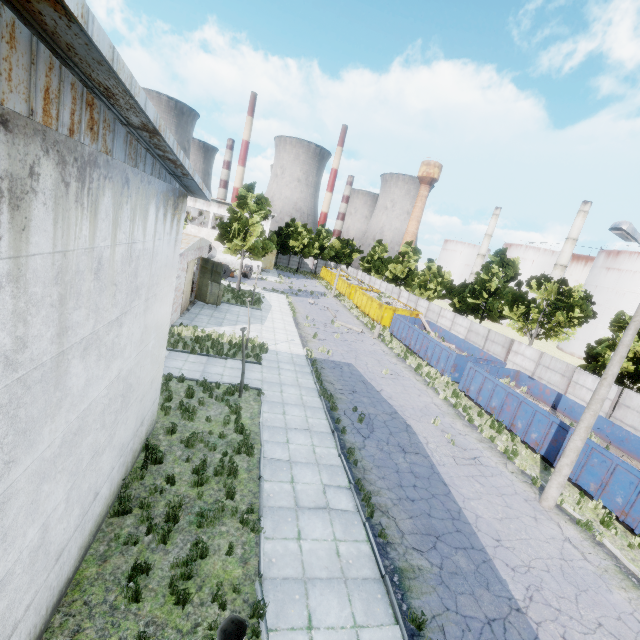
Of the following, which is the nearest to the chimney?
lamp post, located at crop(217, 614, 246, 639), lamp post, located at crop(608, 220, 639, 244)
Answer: lamp post, located at crop(608, 220, 639, 244)

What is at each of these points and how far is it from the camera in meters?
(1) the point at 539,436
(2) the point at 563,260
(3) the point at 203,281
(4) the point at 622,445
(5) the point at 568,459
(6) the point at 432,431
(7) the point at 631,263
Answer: (1) garbage container, 16.2 m
(2) chimney, 57.6 m
(3) door, 27.8 m
(4) garbage container, 16.3 m
(5) lamp post, 11.8 m
(6) asphalt debris, 15.9 m
(7) storage tank, 46.5 m

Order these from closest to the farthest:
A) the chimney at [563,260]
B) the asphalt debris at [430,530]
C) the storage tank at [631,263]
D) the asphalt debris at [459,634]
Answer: the asphalt debris at [459,634] < the asphalt debris at [430,530] < the storage tank at [631,263] < the chimney at [563,260]

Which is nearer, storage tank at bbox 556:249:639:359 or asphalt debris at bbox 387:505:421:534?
asphalt debris at bbox 387:505:421:534

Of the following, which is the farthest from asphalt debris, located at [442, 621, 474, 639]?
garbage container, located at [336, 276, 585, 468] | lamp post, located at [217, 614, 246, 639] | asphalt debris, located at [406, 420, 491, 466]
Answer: garbage container, located at [336, 276, 585, 468]

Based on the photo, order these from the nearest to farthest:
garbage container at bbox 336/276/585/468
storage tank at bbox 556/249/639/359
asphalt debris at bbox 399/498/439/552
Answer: asphalt debris at bbox 399/498/439/552, garbage container at bbox 336/276/585/468, storage tank at bbox 556/249/639/359

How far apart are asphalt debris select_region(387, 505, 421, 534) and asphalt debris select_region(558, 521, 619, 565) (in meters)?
5.01

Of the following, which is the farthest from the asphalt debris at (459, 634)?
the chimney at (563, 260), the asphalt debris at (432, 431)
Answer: the chimney at (563, 260)
